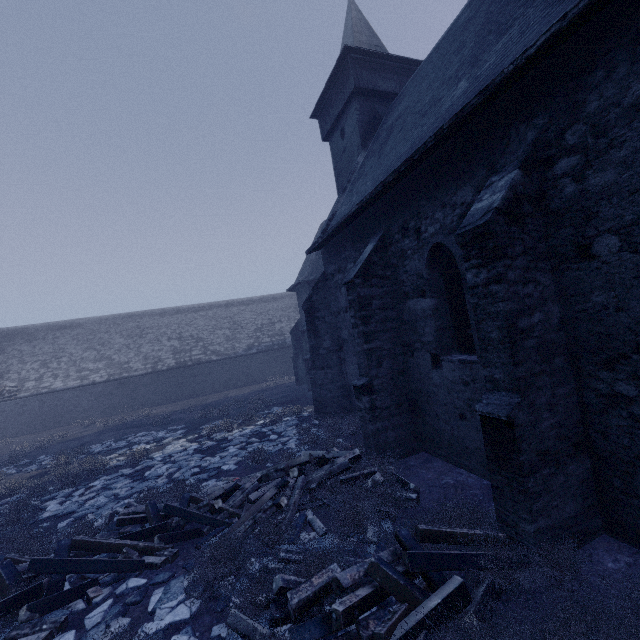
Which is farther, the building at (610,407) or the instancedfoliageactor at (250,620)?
the building at (610,407)

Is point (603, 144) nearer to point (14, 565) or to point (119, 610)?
point (119, 610)

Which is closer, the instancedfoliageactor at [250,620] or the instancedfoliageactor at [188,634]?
the instancedfoliageactor at [250,620]

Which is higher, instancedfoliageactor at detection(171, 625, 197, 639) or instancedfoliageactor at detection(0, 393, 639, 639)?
instancedfoliageactor at detection(0, 393, 639, 639)

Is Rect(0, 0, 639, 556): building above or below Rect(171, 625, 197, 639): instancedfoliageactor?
above

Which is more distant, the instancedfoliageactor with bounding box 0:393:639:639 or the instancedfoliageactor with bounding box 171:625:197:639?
the instancedfoliageactor with bounding box 171:625:197:639

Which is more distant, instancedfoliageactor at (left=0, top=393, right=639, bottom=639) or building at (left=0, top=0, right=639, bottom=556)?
building at (left=0, top=0, right=639, bottom=556)
